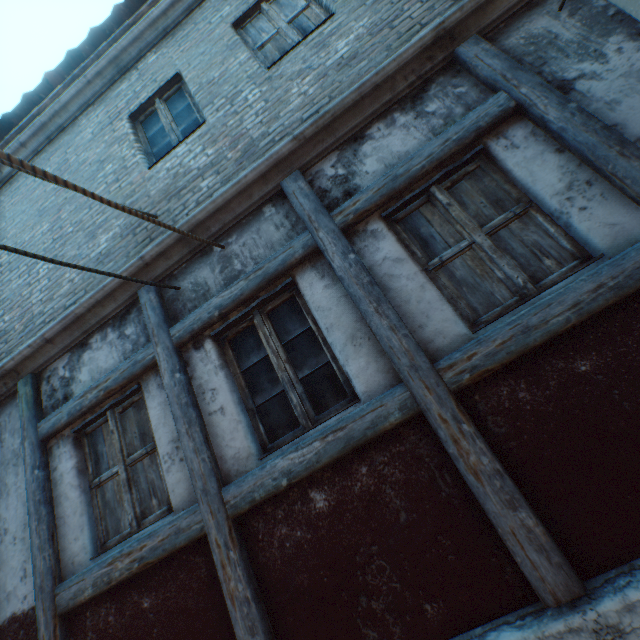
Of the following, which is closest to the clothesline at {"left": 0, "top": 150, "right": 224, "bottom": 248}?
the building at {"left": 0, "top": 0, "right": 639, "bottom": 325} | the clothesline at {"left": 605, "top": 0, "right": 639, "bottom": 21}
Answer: the building at {"left": 0, "top": 0, "right": 639, "bottom": 325}

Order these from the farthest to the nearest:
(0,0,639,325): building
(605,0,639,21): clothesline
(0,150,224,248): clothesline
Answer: (0,0,639,325): building < (605,0,639,21): clothesline < (0,150,224,248): clothesline

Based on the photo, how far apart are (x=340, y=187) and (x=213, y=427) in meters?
2.6

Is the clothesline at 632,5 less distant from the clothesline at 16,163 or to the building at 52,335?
the building at 52,335

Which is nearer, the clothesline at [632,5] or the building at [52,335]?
the clothesline at [632,5]

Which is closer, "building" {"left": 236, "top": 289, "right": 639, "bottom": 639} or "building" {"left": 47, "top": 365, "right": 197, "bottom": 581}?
"building" {"left": 236, "top": 289, "right": 639, "bottom": 639}

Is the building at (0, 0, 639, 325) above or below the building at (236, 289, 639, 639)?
above
